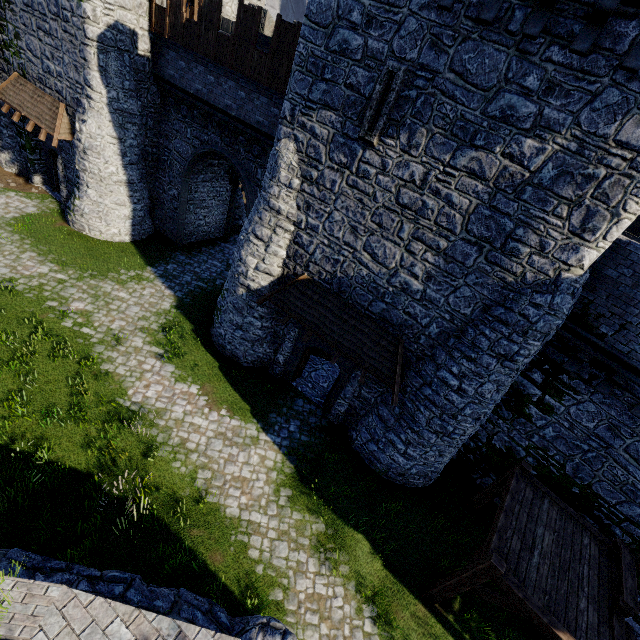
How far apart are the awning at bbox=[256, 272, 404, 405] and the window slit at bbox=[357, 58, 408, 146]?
4.56m

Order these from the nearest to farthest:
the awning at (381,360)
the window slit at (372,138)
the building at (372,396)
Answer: the window slit at (372,138), the awning at (381,360), the building at (372,396)

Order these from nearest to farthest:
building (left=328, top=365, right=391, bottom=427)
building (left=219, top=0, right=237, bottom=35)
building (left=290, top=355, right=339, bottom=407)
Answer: building (left=328, top=365, right=391, bottom=427) → building (left=290, top=355, right=339, bottom=407) → building (left=219, top=0, right=237, bottom=35)

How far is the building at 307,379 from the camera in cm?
1463

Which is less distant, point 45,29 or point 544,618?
point 544,618

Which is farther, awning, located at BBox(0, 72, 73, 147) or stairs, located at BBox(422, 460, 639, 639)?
awning, located at BBox(0, 72, 73, 147)

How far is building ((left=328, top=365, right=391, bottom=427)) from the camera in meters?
12.2
